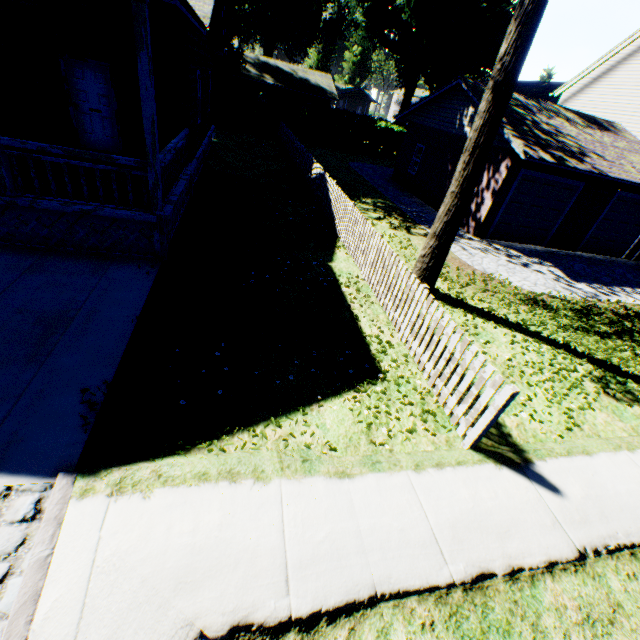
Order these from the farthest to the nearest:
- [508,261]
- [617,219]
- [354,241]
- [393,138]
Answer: [393,138]
[617,219]
[508,261]
[354,241]

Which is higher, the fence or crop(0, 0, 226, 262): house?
crop(0, 0, 226, 262): house

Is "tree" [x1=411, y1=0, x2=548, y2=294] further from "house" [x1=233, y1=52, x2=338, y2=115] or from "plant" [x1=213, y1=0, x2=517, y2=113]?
"house" [x1=233, y1=52, x2=338, y2=115]

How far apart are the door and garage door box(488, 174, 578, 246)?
14.42m

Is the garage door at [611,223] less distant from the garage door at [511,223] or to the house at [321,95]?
the garage door at [511,223]

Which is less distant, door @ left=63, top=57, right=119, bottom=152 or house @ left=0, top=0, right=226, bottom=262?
house @ left=0, top=0, right=226, bottom=262

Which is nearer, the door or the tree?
the tree

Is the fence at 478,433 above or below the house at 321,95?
below
